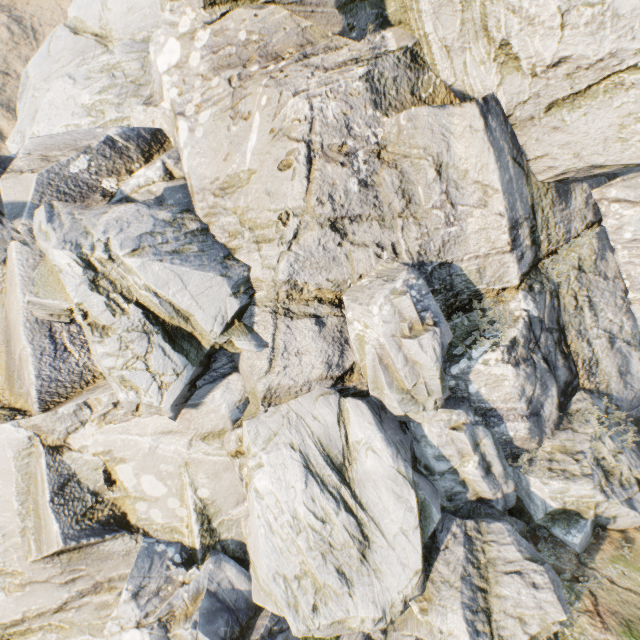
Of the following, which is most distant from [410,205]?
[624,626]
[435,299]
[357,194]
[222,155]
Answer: [624,626]
